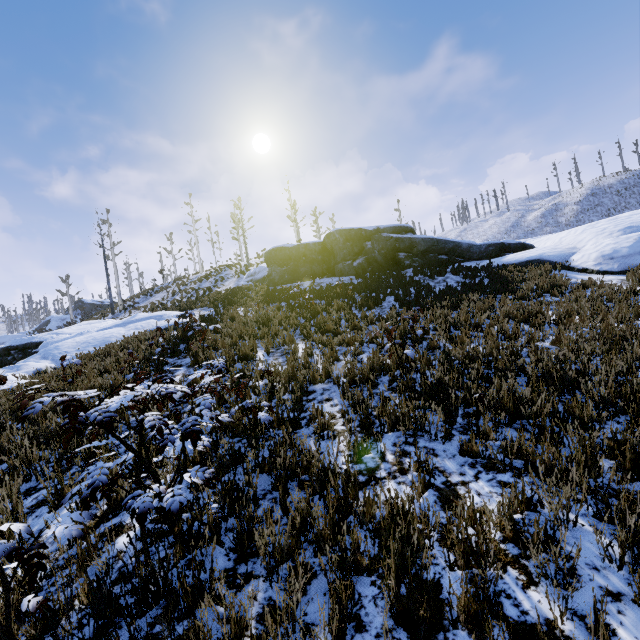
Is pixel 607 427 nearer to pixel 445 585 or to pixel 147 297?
pixel 445 585

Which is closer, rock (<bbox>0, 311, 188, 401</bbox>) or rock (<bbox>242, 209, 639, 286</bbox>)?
rock (<bbox>0, 311, 188, 401</bbox>)

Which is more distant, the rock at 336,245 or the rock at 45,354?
the rock at 336,245
